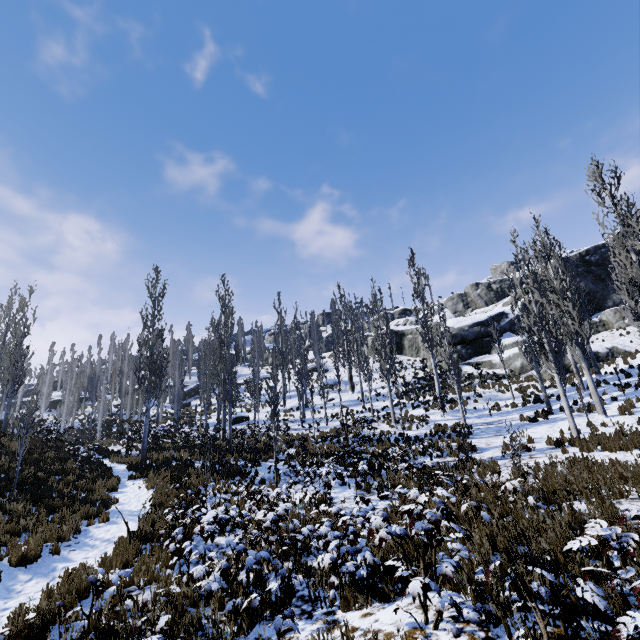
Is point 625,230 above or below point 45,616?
above

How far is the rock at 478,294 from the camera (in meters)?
28.44

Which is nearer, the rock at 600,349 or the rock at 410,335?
the rock at 600,349

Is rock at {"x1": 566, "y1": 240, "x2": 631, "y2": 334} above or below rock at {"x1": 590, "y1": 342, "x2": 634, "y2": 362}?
above

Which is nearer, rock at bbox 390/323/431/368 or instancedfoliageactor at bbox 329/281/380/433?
instancedfoliageactor at bbox 329/281/380/433

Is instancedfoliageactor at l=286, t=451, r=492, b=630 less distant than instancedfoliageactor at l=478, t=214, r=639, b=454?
Yes

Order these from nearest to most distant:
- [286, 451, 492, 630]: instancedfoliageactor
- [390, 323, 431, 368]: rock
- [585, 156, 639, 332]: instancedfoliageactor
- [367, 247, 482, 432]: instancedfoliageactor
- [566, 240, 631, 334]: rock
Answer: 1. [286, 451, 492, 630]: instancedfoliageactor
2. [585, 156, 639, 332]: instancedfoliageactor
3. [367, 247, 482, 432]: instancedfoliageactor
4. [566, 240, 631, 334]: rock
5. [390, 323, 431, 368]: rock

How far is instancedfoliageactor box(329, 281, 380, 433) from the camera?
22.43m
